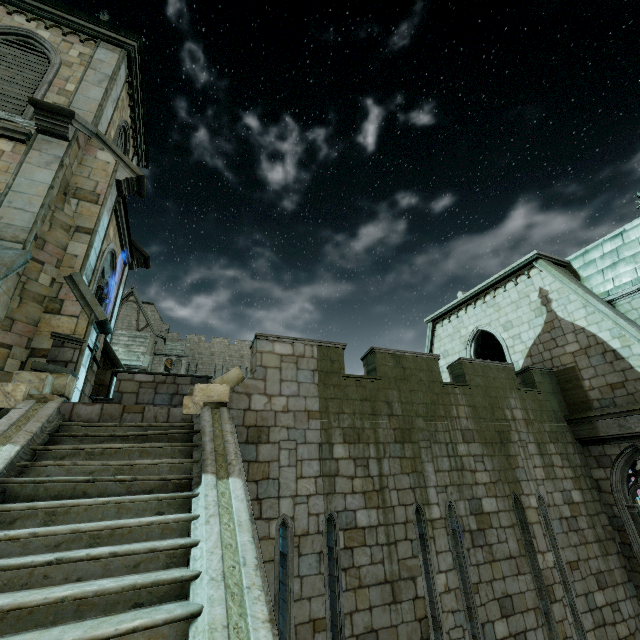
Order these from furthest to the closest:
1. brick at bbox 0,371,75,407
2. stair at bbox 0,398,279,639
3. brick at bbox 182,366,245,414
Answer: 1. brick at bbox 182,366,245,414
2. brick at bbox 0,371,75,407
3. stair at bbox 0,398,279,639

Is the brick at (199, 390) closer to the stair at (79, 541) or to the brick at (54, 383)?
the stair at (79, 541)

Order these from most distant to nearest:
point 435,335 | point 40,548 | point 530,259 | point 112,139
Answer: point 435,335 < point 530,259 < point 112,139 < point 40,548

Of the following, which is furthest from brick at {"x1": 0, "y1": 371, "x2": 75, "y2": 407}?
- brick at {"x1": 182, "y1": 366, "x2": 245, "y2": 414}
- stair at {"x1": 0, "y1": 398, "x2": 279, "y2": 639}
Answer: brick at {"x1": 182, "y1": 366, "x2": 245, "y2": 414}

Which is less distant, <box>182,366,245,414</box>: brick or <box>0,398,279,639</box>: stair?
<box>0,398,279,639</box>: stair

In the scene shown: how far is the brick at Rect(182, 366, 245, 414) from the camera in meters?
6.3

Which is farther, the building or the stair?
the building

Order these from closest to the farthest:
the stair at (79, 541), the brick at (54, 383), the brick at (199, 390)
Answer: the stair at (79, 541)
the brick at (54, 383)
the brick at (199, 390)
